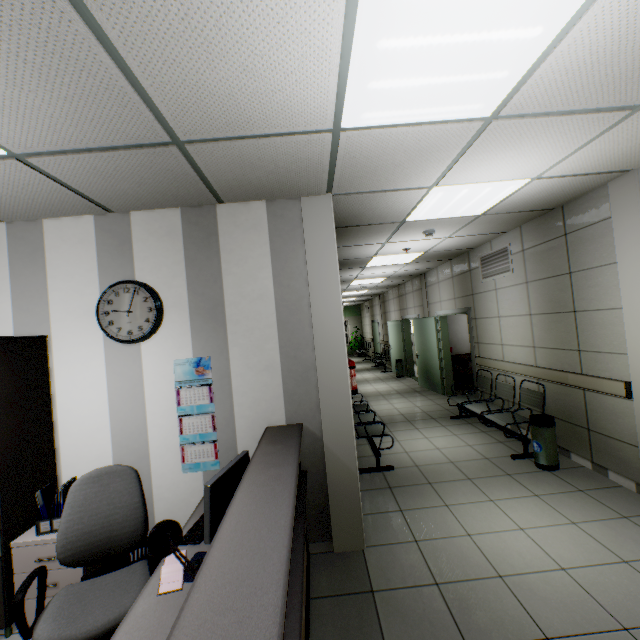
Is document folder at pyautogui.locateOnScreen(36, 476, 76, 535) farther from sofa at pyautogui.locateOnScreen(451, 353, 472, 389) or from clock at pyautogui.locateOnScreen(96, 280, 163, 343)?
sofa at pyautogui.locateOnScreen(451, 353, 472, 389)

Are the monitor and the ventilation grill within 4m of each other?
no

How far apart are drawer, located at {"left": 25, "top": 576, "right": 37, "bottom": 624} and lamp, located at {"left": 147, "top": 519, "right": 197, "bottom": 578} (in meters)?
1.57

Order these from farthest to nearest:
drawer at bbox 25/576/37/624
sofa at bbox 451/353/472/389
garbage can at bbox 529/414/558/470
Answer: sofa at bbox 451/353/472/389, garbage can at bbox 529/414/558/470, drawer at bbox 25/576/37/624

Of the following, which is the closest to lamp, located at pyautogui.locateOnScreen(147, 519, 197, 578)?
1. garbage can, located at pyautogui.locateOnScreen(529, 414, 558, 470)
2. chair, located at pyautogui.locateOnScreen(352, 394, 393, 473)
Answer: chair, located at pyautogui.locateOnScreen(352, 394, 393, 473)

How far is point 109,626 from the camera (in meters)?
1.73

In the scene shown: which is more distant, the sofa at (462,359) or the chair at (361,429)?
the sofa at (462,359)

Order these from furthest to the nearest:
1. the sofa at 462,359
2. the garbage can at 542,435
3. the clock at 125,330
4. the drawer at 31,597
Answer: the sofa at 462,359 → the garbage can at 542,435 → the clock at 125,330 → the drawer at 31,597
